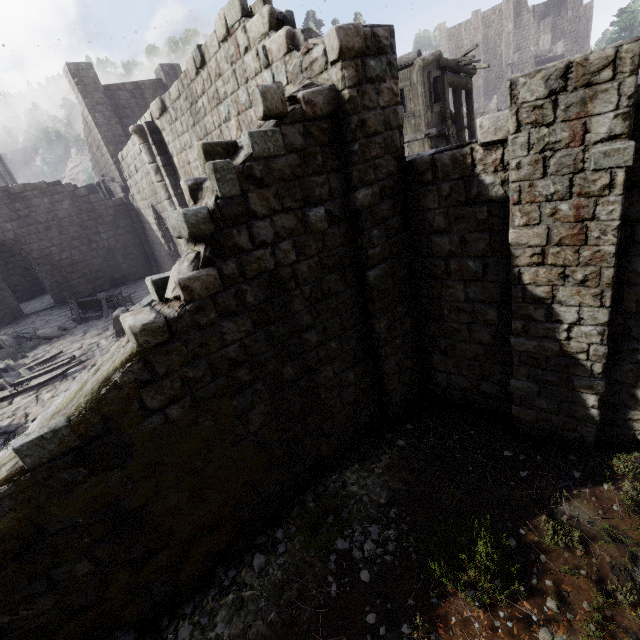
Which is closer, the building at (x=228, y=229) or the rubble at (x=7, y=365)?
the building at (x=228, y=229)

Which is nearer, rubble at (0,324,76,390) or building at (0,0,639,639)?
building at (0,0,639,639)

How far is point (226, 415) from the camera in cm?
506
